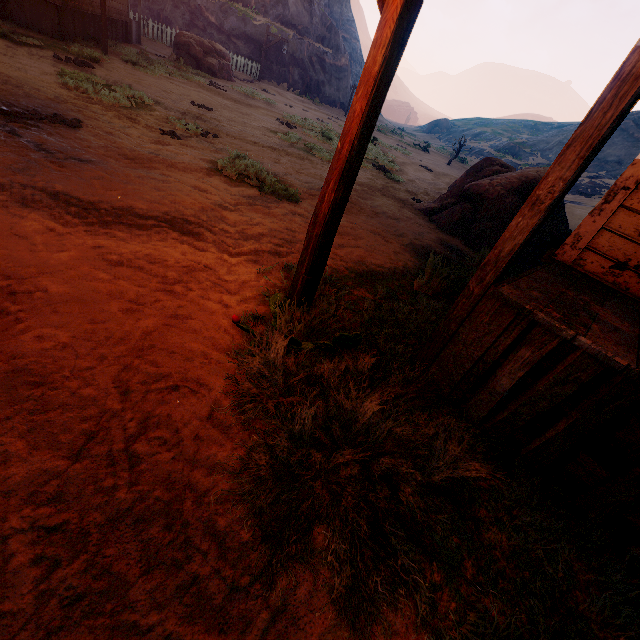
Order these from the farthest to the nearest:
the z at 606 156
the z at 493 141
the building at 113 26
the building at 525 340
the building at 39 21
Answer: the z at 606 156
the building at 113 26
the building at 39 21
the building at 525 340
the z at 493 141

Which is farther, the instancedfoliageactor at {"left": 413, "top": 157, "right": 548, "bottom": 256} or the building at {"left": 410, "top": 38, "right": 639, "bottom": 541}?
the instancedfoliageactor at {"left": 413, "top": 157, "right": 548, "bottom": 256}

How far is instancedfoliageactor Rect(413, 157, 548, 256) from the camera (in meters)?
6.31

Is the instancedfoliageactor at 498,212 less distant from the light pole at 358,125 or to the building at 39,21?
the building at 39,21

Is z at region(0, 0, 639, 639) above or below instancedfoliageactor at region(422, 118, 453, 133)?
below

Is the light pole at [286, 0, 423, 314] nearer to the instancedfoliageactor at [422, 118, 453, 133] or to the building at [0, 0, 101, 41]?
the building at [0, 0, 101, 41]

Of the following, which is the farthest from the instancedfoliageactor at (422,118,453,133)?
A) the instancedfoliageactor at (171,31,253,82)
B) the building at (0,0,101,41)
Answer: the building at (0,0,101,41)

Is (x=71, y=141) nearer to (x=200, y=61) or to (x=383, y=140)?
(x=200, y=61)
